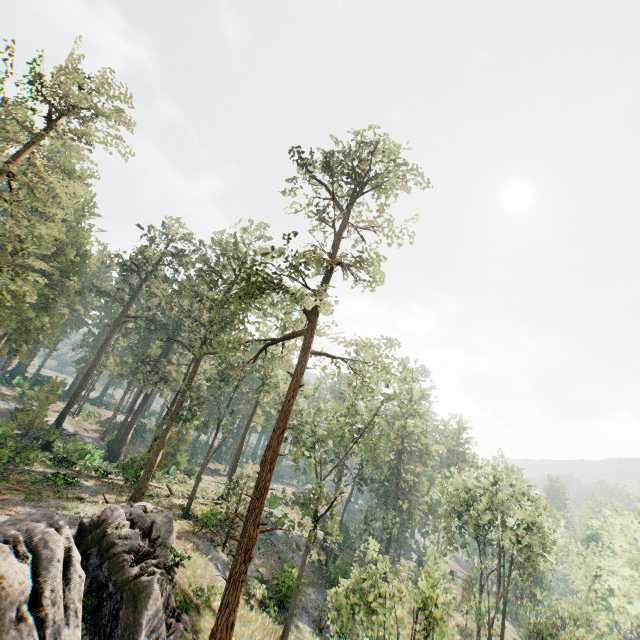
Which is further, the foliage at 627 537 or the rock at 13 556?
the foliage at 627 537

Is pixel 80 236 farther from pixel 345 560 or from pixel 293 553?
pixel 345 560

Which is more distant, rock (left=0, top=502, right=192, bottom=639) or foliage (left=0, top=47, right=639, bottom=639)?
foliage (left=0, top=47, right=639, bottom=639)
